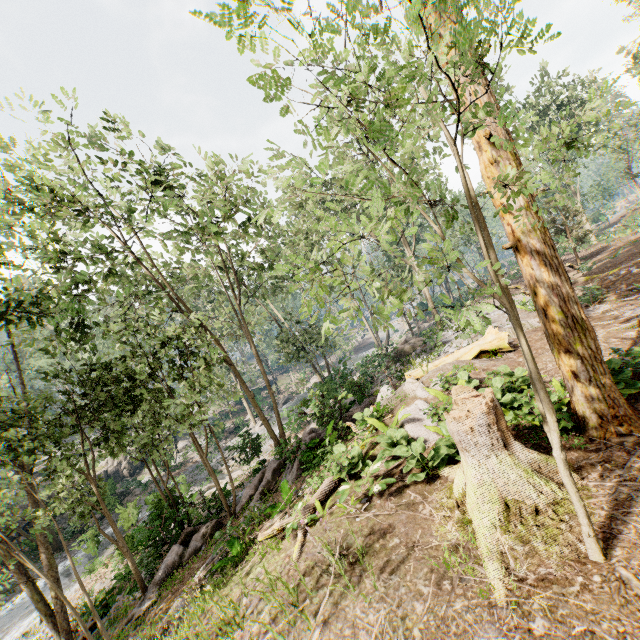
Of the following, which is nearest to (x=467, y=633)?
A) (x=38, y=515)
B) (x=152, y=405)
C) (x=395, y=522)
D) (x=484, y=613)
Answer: (x=484, y=613)

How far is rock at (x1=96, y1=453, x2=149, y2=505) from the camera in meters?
31.6 m

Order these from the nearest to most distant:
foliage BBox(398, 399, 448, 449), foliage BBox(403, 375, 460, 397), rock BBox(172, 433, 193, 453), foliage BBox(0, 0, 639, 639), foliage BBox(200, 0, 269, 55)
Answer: foliage BBox(200, 0, 269, 55), foliage BBox(0, 0, 639, 639), foliage BBox(398, 399, 448, 449), foliage BBox(403, 375, 460, 397), rock BBox(172, 433, 193, 453)

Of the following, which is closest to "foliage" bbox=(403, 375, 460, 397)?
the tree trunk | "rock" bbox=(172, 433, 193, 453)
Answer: "rock" bbox=(172, 433, 193, 453)

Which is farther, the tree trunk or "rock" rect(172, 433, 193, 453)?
"rock" rect(172, 433, 193, 453)

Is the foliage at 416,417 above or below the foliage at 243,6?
below

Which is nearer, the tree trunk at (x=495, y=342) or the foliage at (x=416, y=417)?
the foliage at (x=416, y=417)
